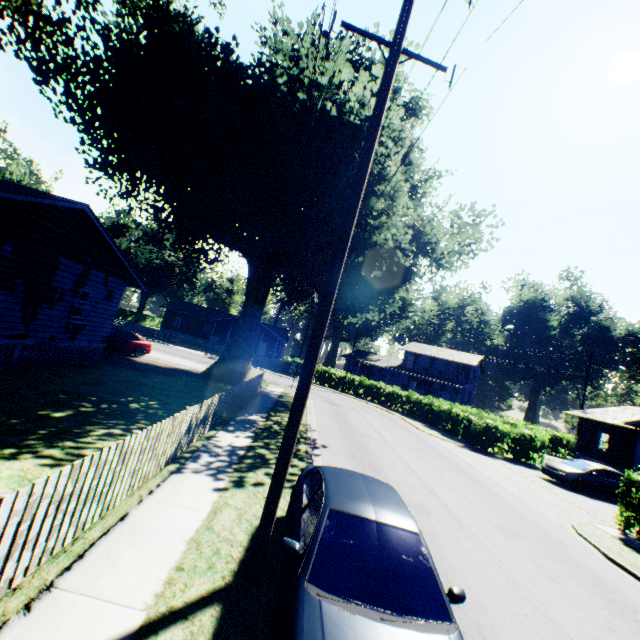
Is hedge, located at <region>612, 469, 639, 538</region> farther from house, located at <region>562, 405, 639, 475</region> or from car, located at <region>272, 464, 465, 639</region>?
car, located at <region>272, 464, 465, 639</region>

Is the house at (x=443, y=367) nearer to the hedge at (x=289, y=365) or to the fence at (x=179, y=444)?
the hedge at (x=289, y=365)

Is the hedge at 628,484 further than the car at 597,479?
No

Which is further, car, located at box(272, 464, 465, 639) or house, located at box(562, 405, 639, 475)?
house, located at box(562, 405, 639, 475)

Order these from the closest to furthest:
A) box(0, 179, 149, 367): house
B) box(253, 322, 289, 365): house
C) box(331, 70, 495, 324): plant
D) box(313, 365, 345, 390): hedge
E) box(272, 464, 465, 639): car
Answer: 1. box(272, 464, 465, 639): car
2. box(0, 179, 149, 367): house
3. box(331, 70, 495, 324): plant
4. box(313, 365, 345, 390): hedge
5. box(253, 322, 289, 365): house

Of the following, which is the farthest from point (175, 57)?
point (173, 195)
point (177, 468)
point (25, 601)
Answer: point (25, 601)

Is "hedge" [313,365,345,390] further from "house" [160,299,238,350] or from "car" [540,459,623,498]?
"car" [540,459,623,498]

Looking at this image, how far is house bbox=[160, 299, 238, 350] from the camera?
49.59m
